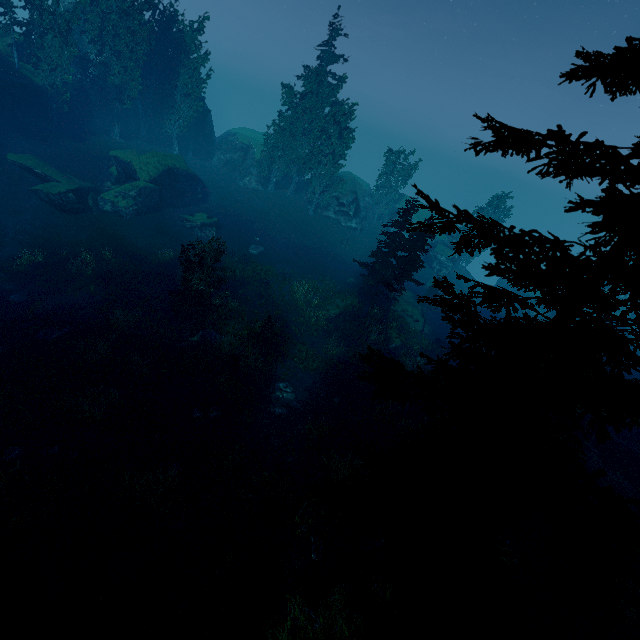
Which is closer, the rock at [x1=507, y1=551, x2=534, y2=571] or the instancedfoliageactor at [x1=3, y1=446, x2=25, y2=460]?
the rock at [x1=507, y1=551, x2=534, y2=571]

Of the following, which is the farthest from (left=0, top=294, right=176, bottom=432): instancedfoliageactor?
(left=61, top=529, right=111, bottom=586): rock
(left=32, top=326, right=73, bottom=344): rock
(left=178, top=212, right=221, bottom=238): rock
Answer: (left=178, top=212, right=221, bottom=238): rock

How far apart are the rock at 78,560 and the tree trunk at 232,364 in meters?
10.4

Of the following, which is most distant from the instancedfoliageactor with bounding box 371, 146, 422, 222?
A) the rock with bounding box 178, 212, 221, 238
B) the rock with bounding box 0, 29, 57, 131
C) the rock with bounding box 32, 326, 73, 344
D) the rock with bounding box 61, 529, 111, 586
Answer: the rock with bounding box 178, 212, 221, 238

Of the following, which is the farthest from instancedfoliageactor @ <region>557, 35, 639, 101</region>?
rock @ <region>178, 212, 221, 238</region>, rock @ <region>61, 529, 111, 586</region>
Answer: rock @ <region>178, 212, 221, 238</region>

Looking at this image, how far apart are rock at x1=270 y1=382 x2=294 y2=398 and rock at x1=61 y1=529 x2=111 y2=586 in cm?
1087

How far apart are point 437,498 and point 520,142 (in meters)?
6.84

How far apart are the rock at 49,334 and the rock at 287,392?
13.8m
